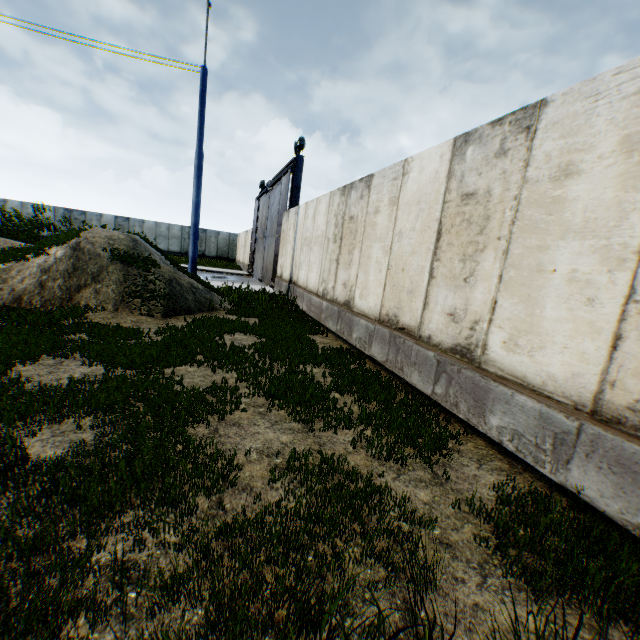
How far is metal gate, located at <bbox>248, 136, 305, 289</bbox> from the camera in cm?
1444

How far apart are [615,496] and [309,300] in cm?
827

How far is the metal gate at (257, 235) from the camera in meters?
14.4 m
